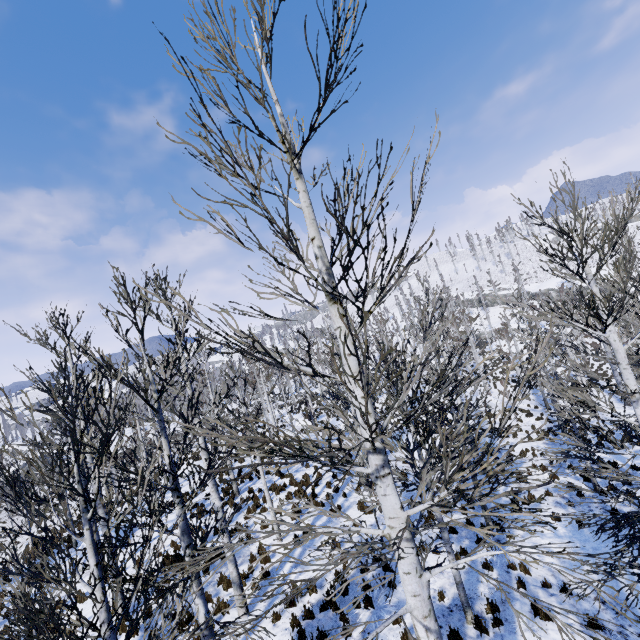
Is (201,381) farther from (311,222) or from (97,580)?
(311,222)
